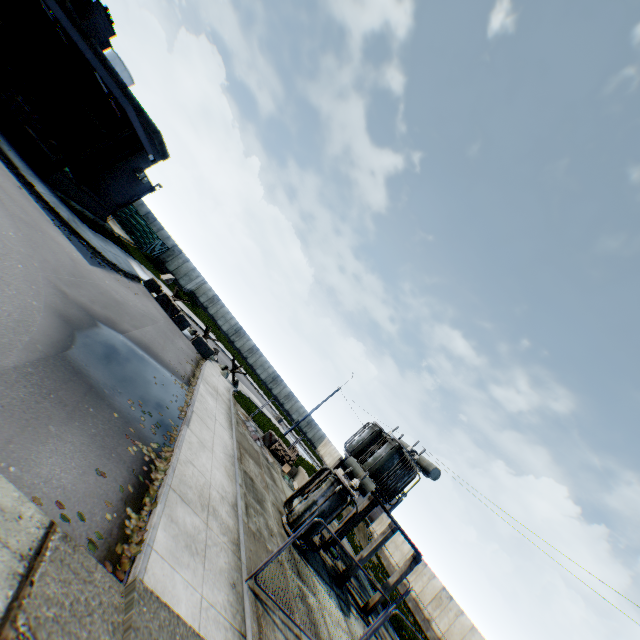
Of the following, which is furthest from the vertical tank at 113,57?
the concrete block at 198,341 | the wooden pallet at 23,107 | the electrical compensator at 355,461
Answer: the electrical compensator at 355,461

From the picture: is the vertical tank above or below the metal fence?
above

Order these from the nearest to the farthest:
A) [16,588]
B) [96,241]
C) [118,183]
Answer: [16,588], [96,241], [118,183]

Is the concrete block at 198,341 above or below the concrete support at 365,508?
below

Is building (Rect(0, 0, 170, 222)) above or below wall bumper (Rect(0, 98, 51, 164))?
above

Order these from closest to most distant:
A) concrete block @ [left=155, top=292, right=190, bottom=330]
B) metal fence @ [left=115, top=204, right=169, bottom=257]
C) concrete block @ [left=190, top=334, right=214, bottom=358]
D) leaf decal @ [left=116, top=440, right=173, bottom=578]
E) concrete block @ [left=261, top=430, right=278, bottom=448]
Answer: leaf decal @ [left=116, top=440, right=173, bottom=578] → concrete block @ [left=261, top=430, right=278, bottom=448] → concrete block @ [left=155, top=292, right=190, bottom=330] → concrete block @ [left=190, top=334, right=214, bottom=358] → metal fence @ [left=115, top=204, right=169, bottom=257]

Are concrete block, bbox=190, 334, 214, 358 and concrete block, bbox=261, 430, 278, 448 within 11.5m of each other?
yes

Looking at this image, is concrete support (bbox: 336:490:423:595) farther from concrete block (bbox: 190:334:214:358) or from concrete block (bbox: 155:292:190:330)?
concrete block (bbox: 155:292:190:330)
